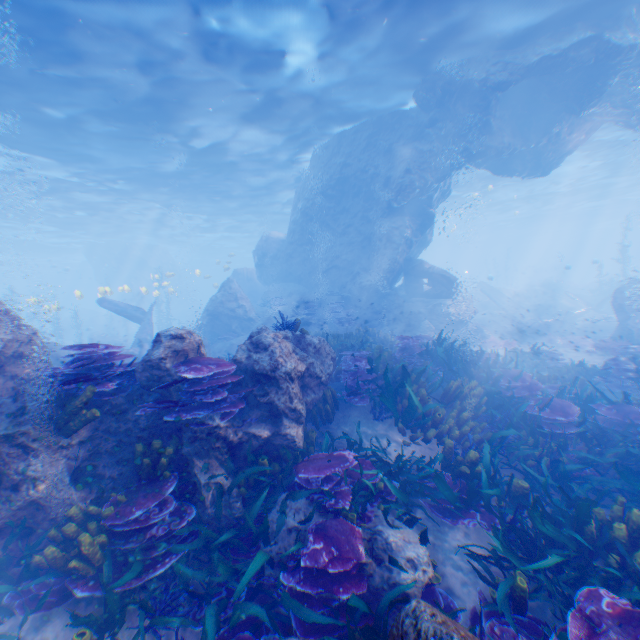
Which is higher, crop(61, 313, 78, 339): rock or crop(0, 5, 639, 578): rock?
crop(0, 5, 639, 578): rock

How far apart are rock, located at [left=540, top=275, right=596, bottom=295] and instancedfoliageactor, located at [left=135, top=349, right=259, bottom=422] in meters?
45.7

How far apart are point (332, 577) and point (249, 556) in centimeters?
129cm

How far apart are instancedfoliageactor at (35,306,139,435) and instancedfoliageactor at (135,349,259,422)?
0.5m

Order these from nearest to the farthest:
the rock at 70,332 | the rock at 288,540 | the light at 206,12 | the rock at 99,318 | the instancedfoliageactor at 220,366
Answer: the rock at 288,540
the instancedfoliageactor at 220,366
the light at 206,12
the rock at 99,318
the rock at 70,332

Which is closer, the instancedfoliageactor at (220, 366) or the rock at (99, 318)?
the instancedfoliageactor at (220, 366)

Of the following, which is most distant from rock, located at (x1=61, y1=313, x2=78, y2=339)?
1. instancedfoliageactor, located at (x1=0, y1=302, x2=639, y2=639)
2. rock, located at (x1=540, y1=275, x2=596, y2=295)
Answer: rock, located at (x1=540, y1=275, x2=596, y2=295)

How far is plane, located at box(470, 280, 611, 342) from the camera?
23.0m
